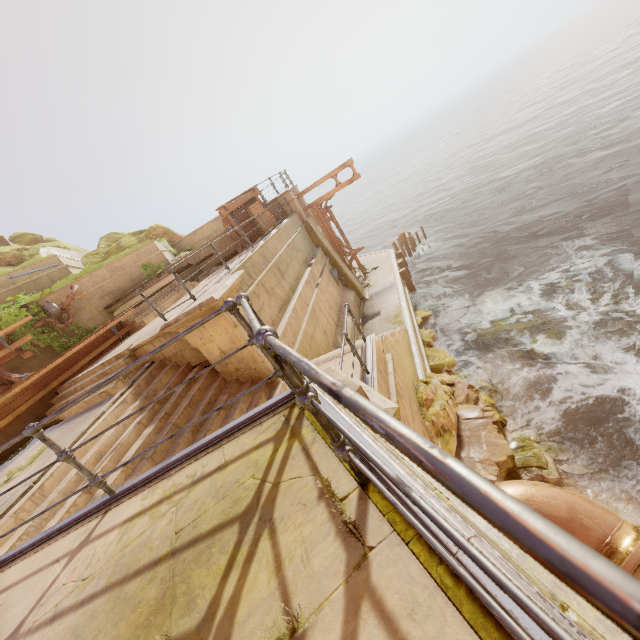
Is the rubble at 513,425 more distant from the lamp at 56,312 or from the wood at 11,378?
the lamp at 56,312

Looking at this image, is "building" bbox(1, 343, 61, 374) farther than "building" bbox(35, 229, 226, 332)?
No

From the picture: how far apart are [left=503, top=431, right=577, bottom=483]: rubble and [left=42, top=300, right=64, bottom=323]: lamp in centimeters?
1472cm

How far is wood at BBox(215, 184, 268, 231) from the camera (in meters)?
14.78

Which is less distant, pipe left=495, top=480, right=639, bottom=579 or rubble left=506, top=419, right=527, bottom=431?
pipe left=495, top=480, right=639, bottom=579

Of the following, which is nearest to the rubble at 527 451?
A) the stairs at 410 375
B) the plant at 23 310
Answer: the stairs at 410 375

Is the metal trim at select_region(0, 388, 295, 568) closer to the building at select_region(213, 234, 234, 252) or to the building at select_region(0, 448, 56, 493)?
the building at select_region(0, 448, 56, 493)

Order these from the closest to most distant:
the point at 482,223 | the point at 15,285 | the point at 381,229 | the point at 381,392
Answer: the point at 381,392
the point at 15,285
the point at 482,223
the point at 381,229
